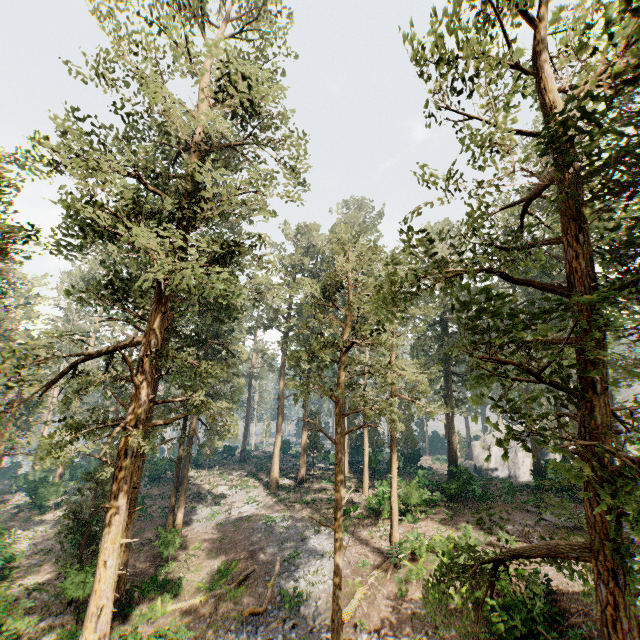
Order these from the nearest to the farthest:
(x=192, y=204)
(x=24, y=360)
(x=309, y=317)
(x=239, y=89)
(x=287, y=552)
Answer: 1. (x=24, y=360)
2. (x=192, y=204)
3. (x=239, y=89)
4. (x=287, y=552)
5. (x=309, y=317)

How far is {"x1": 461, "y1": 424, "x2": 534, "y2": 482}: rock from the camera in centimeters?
4191cm

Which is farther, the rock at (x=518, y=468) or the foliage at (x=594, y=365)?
the rock at (x=518, y=468)

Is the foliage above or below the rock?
above

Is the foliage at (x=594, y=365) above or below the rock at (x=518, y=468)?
above

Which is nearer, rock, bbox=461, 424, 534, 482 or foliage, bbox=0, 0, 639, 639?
foliage, bbox=0, 0, 639, 639
